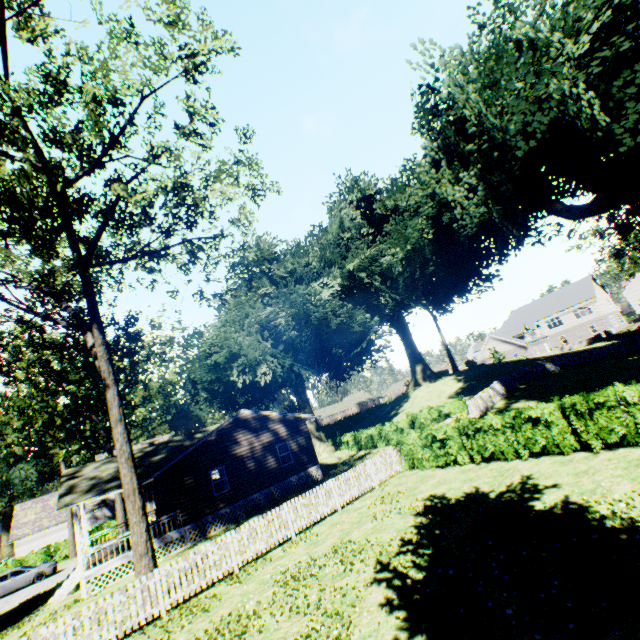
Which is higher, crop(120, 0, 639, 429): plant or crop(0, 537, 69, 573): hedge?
crop(120, 0, 639, 429): plant

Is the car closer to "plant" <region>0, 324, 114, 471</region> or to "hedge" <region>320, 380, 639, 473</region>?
"plant" <region>0, 324, 114, 471</region>

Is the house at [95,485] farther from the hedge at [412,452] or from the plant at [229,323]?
the hedge at [412,452]

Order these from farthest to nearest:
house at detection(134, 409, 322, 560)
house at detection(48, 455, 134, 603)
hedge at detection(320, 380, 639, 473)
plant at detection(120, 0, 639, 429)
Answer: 1. house at detection(134, 409, 322, 560)
2. house at detection(48, 455, 134, 603)
3. plant at detection(120, 0, 639, 429)
4. hedge at detection(320, 380, 639, 473)

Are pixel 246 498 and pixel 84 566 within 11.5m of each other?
yes

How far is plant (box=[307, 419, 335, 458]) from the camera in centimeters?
3491cm

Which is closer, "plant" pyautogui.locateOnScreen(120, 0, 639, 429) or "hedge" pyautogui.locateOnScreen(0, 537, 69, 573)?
"plant" pyautogui.locateOnScreen(120, 0, 639, 429)

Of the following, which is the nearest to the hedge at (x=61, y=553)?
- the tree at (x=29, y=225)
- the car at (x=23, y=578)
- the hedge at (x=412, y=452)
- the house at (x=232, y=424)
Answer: the car at (x=23, y=578)
